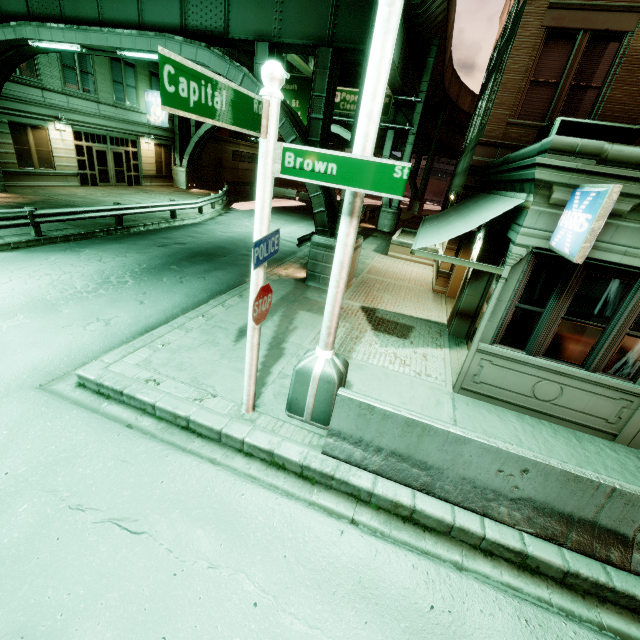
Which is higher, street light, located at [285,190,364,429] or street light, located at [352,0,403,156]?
street light, located at [352,0,403,156]

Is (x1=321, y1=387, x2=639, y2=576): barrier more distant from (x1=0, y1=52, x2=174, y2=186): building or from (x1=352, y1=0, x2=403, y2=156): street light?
(x1=0, y1=52, x2=174, y2=186): building

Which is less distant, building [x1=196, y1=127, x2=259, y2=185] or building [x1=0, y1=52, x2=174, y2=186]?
building [x1=0, y1=52, x2=174, y2=186]

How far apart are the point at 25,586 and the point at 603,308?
8.6 meters

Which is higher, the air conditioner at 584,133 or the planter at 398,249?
the air conditioner at 584,133

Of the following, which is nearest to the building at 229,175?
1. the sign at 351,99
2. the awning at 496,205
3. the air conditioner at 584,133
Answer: the sign at 351,99

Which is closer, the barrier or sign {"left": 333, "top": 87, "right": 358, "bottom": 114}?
the barrier

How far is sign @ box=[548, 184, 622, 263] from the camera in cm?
404
